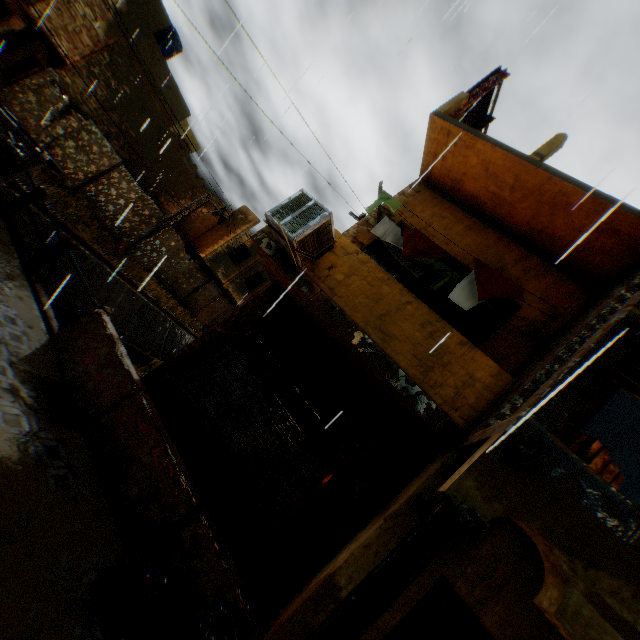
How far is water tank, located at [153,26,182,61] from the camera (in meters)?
18.61

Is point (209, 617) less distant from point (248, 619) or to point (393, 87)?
point (248, 619)

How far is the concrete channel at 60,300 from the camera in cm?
1267

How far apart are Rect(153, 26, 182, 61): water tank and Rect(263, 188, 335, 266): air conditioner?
20.98m

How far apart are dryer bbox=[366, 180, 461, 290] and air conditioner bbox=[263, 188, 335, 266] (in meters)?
1.42

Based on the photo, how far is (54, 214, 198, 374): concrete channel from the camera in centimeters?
1433cm

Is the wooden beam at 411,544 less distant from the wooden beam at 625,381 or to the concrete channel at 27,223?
the wooden beam at 625,381

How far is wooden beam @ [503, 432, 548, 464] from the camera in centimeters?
219cm
